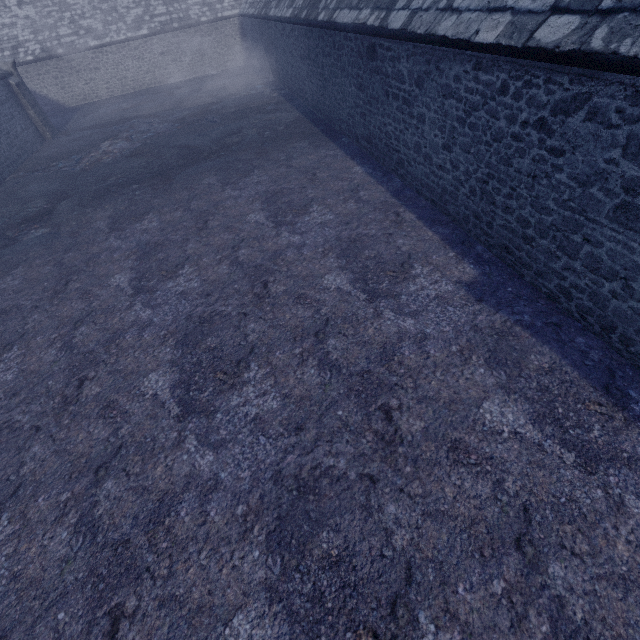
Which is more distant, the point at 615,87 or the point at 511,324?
the point at 511,324
